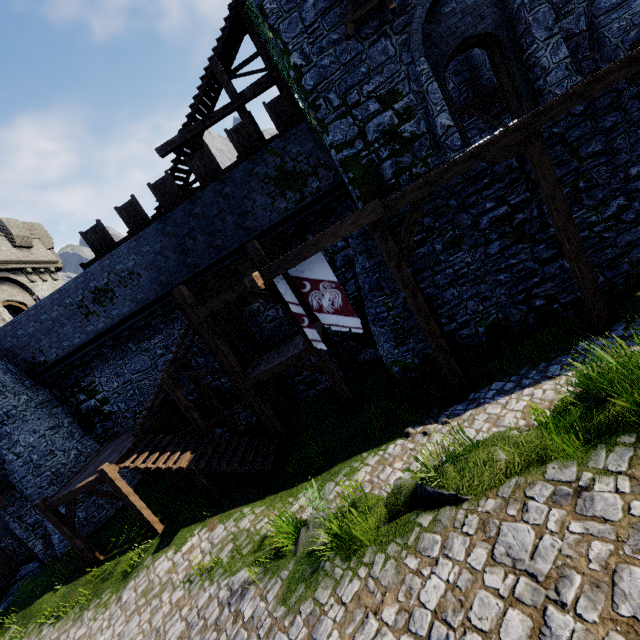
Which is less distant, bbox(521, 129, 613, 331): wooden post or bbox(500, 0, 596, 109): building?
bbox(521, 129, 613, 331): wooden post

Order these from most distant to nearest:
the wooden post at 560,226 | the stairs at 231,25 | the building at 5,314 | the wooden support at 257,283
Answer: the building at 5,314
the stairs at 231,25
the wooden support at 257,283
the wooden post at 560,226

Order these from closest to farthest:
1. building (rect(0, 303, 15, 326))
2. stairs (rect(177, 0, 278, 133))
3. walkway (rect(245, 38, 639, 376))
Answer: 1. walkway (rect(245, 38, 639, 376))
2. stairs (rect(177, 0, 278, 133))
3. building (rect(0, 303, 15, 326))

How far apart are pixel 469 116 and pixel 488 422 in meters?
16.0

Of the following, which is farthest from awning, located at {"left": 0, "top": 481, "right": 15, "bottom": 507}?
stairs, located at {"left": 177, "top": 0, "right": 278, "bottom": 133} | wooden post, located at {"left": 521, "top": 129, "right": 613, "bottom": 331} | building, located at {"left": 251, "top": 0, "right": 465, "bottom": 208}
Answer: wooden post, located at {"left": 521, "top": 129, "right": 613, "bottom": 331}

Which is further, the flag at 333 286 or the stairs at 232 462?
the stairs at 232 462

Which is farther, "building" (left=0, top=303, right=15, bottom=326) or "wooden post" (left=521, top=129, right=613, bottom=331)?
"building" (left=0, top=303, right=15, bottom=326)

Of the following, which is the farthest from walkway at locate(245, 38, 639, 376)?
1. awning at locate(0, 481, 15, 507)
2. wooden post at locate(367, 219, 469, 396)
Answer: awning at locate(0, 481, 15, 507)
